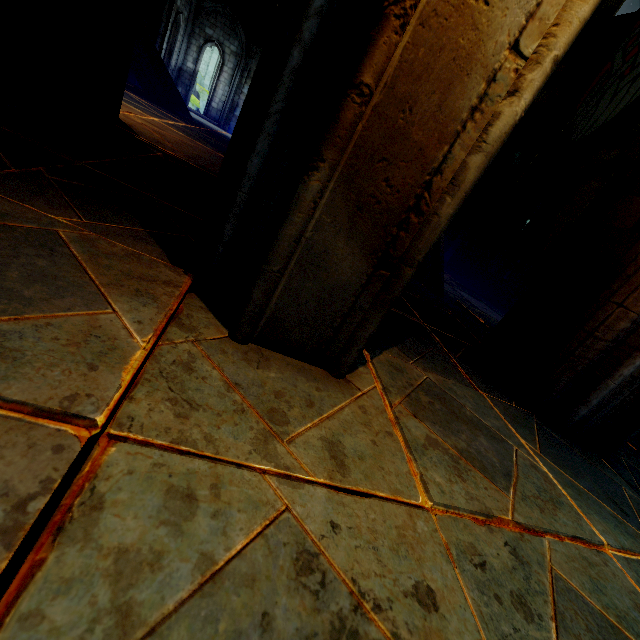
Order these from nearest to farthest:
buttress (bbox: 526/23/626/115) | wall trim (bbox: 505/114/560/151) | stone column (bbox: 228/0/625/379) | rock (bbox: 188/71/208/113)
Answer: stone column (bbox: 228/0/625/379) → buttress (bbox: 526/23/626/115) → wall trim (bbox: 505/114/560/151) → rock (bbox: 188/71/208/113)

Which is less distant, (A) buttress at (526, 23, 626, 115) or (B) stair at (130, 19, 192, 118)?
(B) stair at (130, 19, 192, 118)

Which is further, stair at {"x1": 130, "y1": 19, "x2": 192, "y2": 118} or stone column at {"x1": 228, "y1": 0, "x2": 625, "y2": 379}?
stair at {"x1": 130, "y1": 19, "x2": 192, "y2": 118}

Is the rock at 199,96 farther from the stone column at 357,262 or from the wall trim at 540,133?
the stone column at 357,262

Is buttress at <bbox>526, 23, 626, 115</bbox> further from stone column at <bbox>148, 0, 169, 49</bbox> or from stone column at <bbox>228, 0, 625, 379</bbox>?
stone column at <bbox>228, 0, 625, 379</bbox>

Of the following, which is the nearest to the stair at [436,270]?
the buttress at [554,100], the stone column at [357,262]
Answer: the buttress at [554,100]

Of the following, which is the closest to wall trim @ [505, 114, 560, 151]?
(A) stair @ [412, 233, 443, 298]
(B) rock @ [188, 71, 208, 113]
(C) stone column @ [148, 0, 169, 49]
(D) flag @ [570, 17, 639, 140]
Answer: (D) flag @ [570, 17, 639, 140]

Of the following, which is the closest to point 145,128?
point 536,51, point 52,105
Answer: point 52,105
